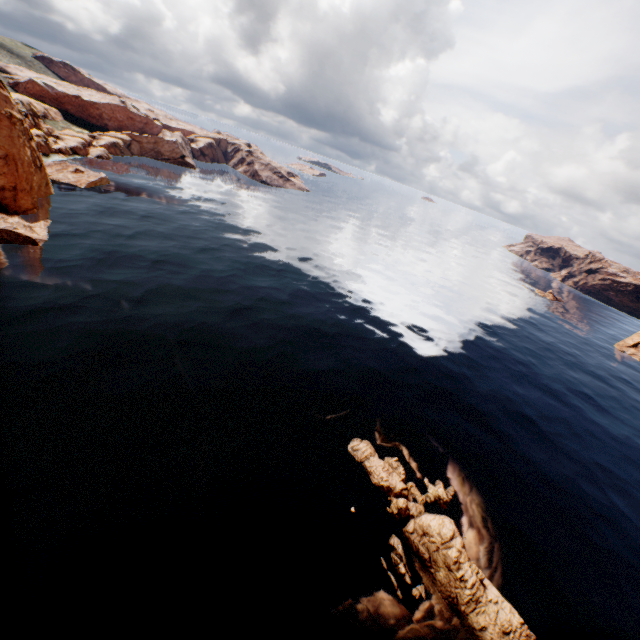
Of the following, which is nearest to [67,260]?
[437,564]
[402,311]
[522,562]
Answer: [437,564]

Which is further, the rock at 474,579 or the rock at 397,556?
the rock at 397,556

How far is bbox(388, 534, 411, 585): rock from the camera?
20.8m

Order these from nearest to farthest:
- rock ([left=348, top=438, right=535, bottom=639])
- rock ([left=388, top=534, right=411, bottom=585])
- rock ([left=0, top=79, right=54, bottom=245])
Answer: rock ([left=348, top=438, right=535, bottom=639])
rock ([left=388, top=534, right=411, bottom=585])
rock ([left=0, top=79, right=54, bottom=245])

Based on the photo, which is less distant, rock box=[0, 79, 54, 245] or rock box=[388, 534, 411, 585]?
rock box=[388, 534, 411, 585]
